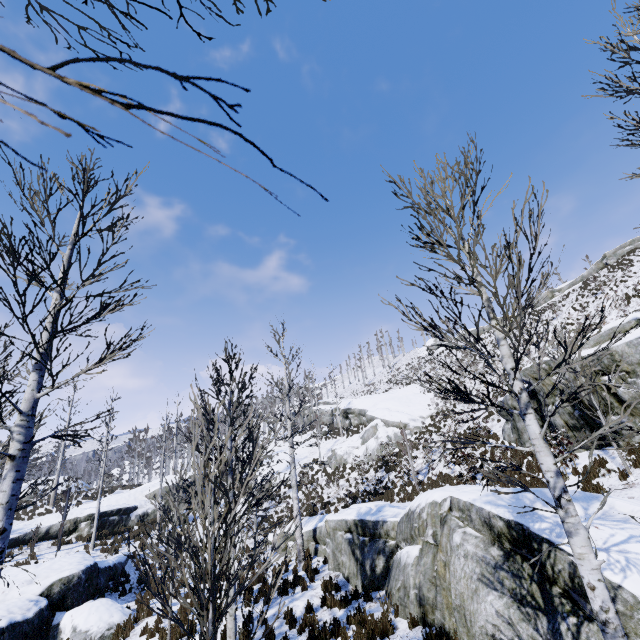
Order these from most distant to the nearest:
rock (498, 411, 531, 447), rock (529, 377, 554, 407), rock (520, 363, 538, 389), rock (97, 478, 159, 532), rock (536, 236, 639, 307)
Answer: rock (536, 236, 639, 307) < rock (97, 478, 159, 532) < rock (498, 411, 531, 447) < rock (520, 363, 538, 389) < rock (529, 377, 554, 407)

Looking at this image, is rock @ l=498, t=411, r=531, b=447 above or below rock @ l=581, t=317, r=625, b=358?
below

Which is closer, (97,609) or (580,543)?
(580,543)

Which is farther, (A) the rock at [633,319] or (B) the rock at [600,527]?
(A) the rock at [633,319]

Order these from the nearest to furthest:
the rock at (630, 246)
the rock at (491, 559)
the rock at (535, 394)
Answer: the rock at (491, 559) → the rock at (535, 394) → the rock at (630, 246)

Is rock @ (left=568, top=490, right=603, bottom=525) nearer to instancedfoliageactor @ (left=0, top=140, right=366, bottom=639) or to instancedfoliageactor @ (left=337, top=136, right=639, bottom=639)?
instancedfoliageactor @ (left=337, top=136, right=639, bottom=639)

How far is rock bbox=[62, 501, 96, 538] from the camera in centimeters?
2106cm
